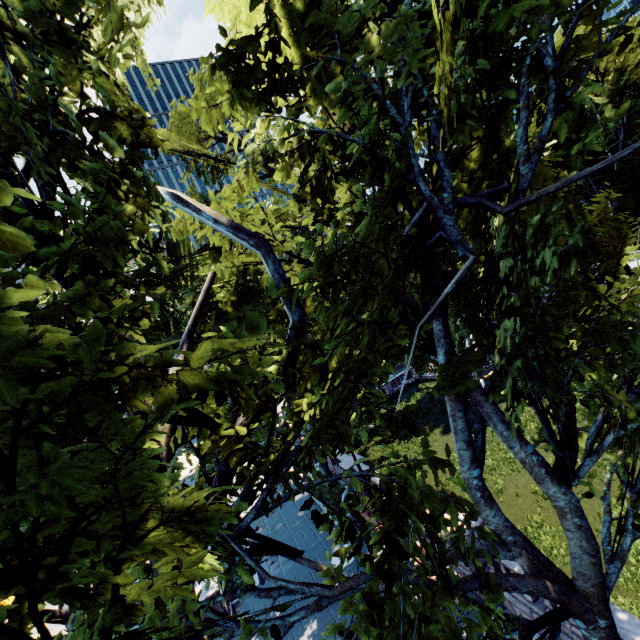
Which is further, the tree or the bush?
the bush

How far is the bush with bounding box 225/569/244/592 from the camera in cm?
1768

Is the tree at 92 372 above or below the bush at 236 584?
above

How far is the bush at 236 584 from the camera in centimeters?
1768cm

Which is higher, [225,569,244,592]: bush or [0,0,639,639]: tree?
[0,0,639,639]: tree

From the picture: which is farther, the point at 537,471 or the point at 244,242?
the point at 537,471
